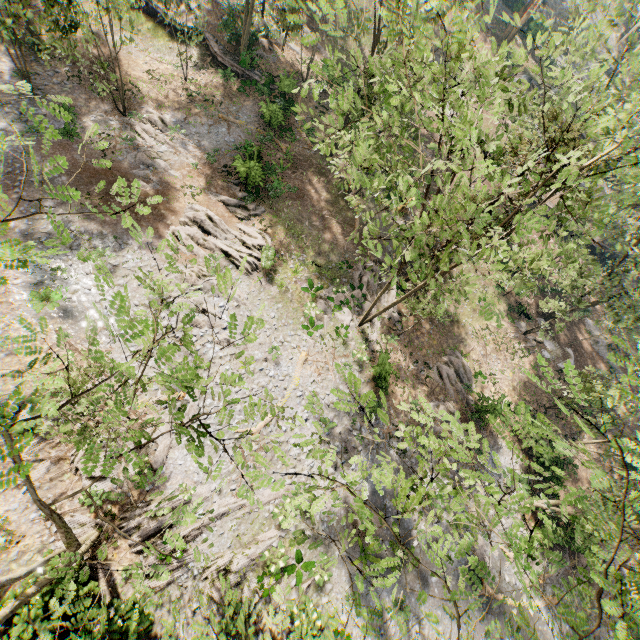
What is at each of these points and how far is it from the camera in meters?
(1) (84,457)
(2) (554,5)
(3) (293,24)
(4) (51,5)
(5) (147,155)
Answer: (1) foliage, 5.3 m
(2) rock, 48.6 m
(3) foliage, 26.3 m
(4) foliage, 17.9 m
(5) foliage, 23.9 m

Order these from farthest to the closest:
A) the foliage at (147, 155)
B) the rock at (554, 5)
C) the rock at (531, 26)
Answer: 1. the rock at (554, 5)
2. the rock at (531, 26)
3. the foliage at (147, 155)

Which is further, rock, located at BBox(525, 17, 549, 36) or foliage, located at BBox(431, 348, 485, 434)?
rock, located at BBox(525, 17, 549, 36)

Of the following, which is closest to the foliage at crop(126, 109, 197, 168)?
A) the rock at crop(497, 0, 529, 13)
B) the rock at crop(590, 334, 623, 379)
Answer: the rock at crop(497, 0, 529, 13)

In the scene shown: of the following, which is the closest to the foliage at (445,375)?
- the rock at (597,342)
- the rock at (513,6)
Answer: the rock at (513,6)

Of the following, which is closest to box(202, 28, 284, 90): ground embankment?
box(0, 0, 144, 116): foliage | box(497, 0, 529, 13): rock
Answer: Result: box(0, 0, 144, 116): foliage

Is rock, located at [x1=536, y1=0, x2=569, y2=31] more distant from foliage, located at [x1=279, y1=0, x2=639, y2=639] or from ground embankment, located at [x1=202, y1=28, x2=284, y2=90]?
ground embankment, located at [x1=202, y1=28, x2=284, y2=90]

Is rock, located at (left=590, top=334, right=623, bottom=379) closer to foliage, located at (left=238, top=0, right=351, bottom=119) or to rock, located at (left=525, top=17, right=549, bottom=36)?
foliage, located at (left=238, top=0, right=351, bottom=119)
